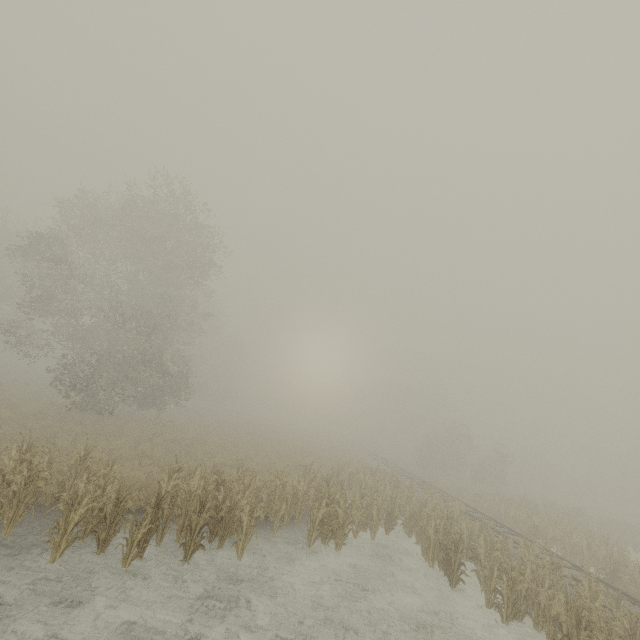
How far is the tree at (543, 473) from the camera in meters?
57.6 m

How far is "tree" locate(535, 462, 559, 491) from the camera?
57.62m

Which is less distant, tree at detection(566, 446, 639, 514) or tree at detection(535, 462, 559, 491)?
tree at detection(566, 446, 639, 514)

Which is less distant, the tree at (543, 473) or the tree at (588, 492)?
the tree at (588, 492)

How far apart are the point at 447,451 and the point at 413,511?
33.40m
